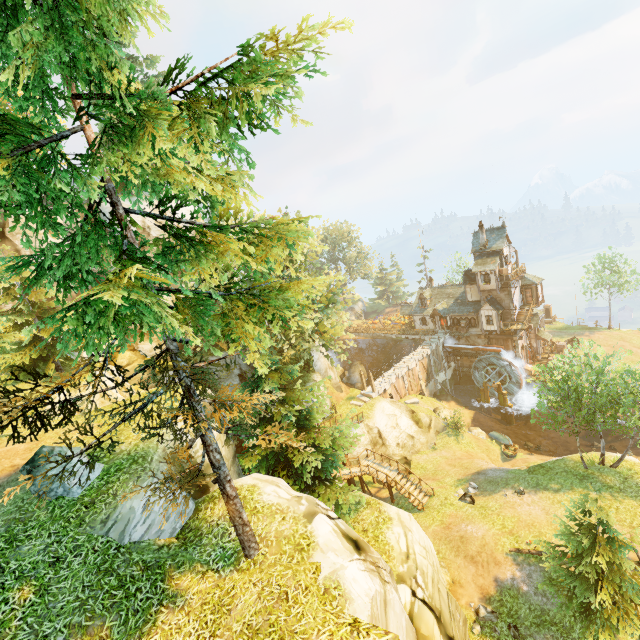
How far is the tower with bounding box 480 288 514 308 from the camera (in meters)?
41.34

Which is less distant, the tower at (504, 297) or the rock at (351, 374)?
the tower at (504, 297)

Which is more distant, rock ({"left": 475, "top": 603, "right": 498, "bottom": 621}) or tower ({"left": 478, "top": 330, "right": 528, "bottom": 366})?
tower ({"left": 478, "top": 330, "right": 528, "bottom": 366})

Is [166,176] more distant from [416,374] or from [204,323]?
[416,374]

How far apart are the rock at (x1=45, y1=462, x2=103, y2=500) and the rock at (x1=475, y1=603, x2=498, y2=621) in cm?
1925

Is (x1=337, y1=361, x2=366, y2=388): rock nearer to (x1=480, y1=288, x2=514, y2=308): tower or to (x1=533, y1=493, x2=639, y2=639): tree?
(x1=533, y1=493, x2=639, y2=639): tree

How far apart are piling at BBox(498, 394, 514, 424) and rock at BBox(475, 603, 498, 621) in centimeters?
2899cm

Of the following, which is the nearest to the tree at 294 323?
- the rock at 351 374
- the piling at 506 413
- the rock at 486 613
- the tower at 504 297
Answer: the rock at 486 613
